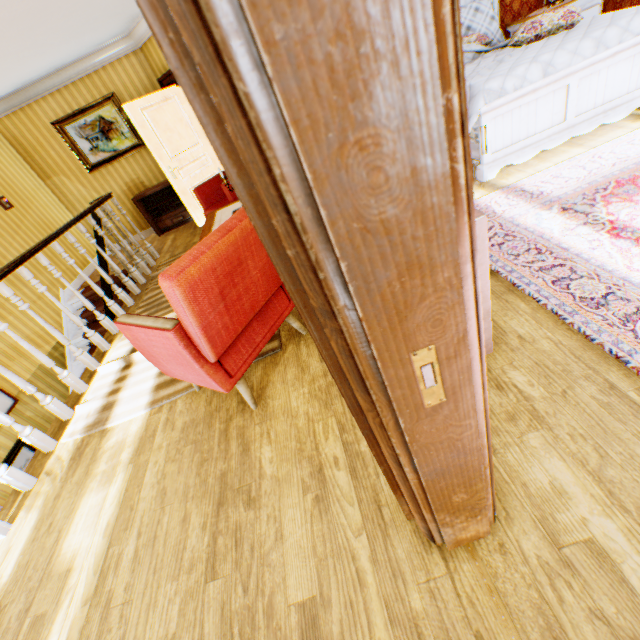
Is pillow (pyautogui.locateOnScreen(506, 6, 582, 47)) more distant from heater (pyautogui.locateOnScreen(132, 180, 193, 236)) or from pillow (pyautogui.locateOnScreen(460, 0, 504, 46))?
heater (pyautogui.locateOnScreen(132, 180, 193, 236))

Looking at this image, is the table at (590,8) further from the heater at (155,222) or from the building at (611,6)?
the heater at (155,222)

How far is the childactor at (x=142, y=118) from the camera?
5.61m

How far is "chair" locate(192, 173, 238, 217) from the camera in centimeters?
457cm

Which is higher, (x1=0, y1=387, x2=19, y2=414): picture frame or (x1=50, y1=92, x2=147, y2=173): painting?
(x1=50, y1=92, x2=147, y2=173): painting

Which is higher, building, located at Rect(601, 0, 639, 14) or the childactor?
the childactor

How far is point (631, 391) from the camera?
1.5m

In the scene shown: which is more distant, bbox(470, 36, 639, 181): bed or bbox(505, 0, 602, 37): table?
bbox(505, 0, 602, 37): table
